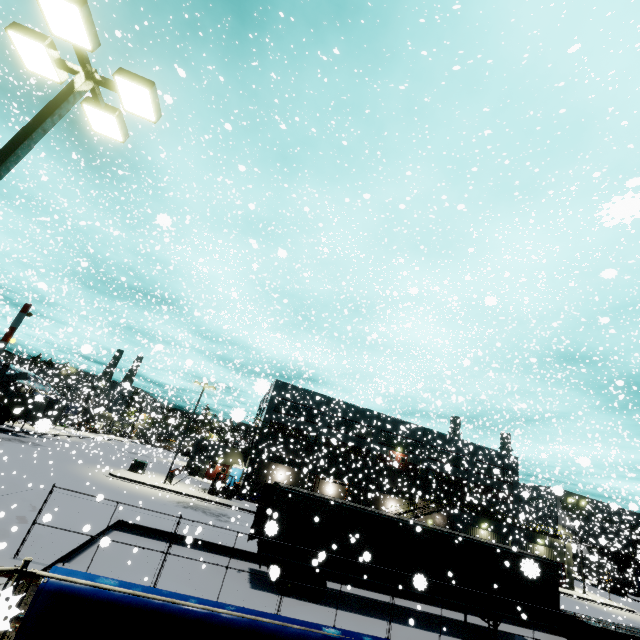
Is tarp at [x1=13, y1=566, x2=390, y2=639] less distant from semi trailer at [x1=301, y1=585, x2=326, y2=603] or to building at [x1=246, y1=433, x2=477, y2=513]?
semi trailer at [x1=301, y1=585, x2=326, y2=603]

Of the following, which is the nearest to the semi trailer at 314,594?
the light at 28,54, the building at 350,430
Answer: the building at 350,430

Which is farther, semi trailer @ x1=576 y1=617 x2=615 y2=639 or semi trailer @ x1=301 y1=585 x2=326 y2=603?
semi trailer @ x1=576 y1=617 x2=615 y2=639

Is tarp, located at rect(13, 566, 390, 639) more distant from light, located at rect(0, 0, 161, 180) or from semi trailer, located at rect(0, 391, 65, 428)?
light, located at rect(0, 0, 161, 180)

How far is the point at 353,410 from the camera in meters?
47.5

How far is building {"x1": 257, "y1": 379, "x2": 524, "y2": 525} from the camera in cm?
3938

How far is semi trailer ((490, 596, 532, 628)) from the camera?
15.3 meters

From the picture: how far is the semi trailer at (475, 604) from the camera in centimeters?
1509cm
